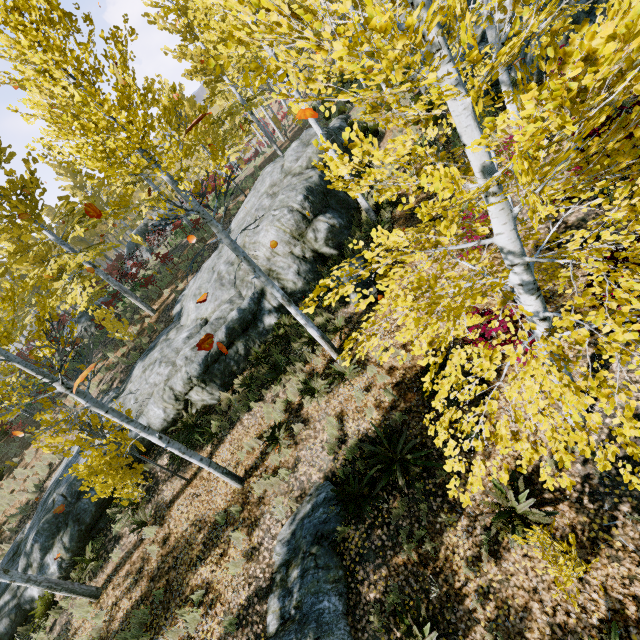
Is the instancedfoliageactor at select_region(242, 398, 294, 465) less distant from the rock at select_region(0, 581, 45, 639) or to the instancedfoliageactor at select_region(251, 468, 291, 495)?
the instancedfoliageactor at select_region(251, 468, 291, 495)

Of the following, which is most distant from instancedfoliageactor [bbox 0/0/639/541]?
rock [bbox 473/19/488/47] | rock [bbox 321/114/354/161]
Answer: rock [bbox 473/19/488/47]

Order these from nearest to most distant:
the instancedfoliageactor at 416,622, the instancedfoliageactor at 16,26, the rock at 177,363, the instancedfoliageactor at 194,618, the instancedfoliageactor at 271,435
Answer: the instancedfoliageactor at 16,26 < the instancedfoliageactor at 416,622 < the instancedfoliageactor at 194,618 < the instancedfoliageactor at 271,435 < the rock at 177,363

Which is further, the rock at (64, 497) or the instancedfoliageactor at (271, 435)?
the rock at (64, 497)

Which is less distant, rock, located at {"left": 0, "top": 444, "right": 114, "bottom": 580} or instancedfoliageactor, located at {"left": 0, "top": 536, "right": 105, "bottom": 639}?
instancedfoliageactor, located at {"left": 0, "top": 536, "right": 105, "bottom": 639}

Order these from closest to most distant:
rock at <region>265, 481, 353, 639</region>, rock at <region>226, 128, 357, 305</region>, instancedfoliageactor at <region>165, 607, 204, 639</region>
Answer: rock at <region>265, 481, 353, 639</region>, instancedfoliageactor at <region>165, 607, 204, 639</region>, rock at <region>226, 128, 357, 305</region>

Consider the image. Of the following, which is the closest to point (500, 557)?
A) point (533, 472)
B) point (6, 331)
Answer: point (533, 472)
